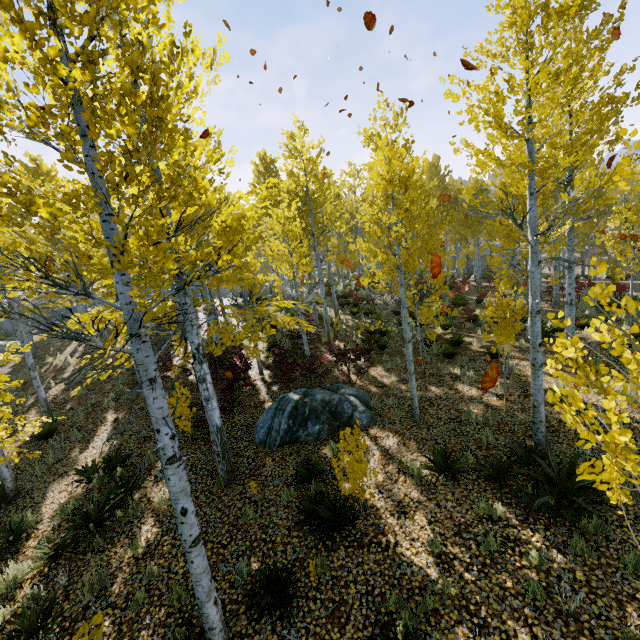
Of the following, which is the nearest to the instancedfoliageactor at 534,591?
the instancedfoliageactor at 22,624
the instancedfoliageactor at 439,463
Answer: the instancedfoliageactor at 439,463

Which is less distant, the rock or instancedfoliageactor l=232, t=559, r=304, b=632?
instancedfoliageactor l=232, t=559, r=304, b=632

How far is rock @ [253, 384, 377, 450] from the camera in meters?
8.7

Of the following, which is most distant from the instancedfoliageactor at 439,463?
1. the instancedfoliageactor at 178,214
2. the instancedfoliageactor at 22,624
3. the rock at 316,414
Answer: the instancedfoliageactor at 22,624

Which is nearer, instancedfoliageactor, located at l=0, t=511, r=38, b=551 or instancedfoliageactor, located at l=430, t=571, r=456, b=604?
instancedfoliageactor, located at l=430, t=571, r=456, b=604

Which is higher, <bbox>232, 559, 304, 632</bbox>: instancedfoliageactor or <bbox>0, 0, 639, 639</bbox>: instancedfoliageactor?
<bbox>0, 0, 639, 639</bbox>: instancedfoliageactor

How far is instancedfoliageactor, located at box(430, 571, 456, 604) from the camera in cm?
451

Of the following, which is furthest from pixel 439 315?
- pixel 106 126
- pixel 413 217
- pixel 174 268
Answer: pixel 106 126
